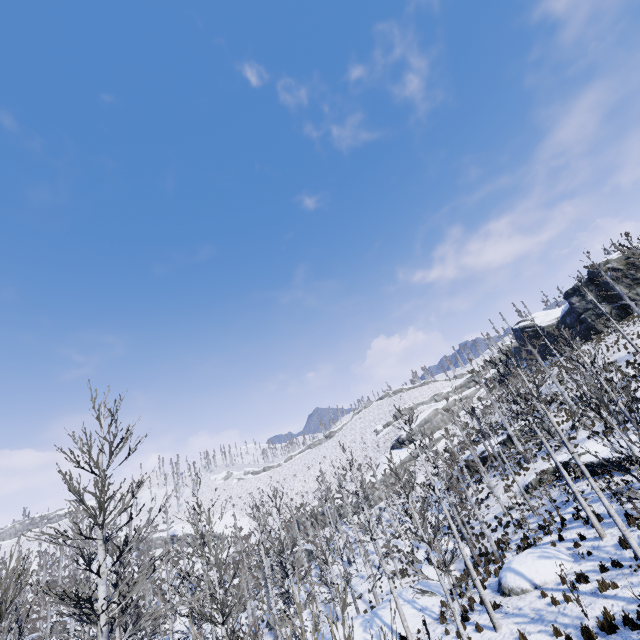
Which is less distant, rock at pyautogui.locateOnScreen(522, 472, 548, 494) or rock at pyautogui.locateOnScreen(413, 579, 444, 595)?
rock at pyautogui.locateOnScreen(413, 579, 444, 595)

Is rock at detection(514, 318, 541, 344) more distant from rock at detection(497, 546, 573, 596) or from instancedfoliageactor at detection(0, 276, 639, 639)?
rock at detection(497, 546, 573, 596)

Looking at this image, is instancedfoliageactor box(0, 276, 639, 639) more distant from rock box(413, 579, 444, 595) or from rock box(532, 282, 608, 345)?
rock box(532, 282, 608, 345)

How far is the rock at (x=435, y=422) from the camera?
56.5m

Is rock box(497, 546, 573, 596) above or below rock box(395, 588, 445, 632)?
above

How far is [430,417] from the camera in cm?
5950

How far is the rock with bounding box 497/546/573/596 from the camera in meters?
14.5

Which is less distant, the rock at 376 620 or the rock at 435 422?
the rock at 376 620
